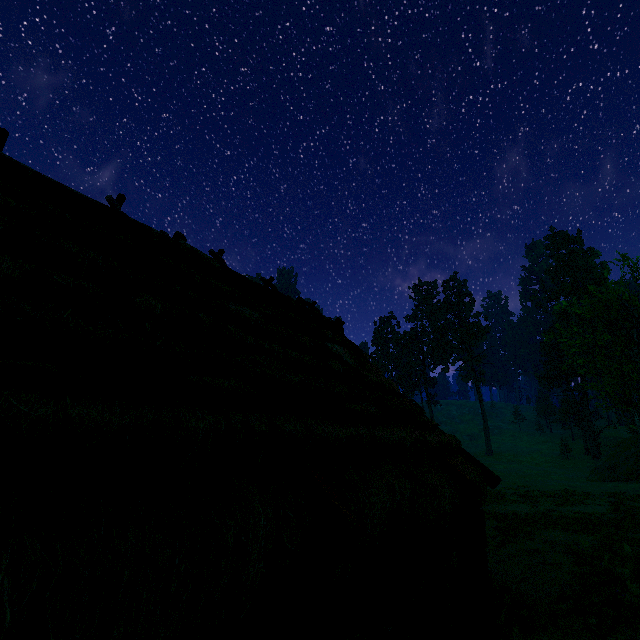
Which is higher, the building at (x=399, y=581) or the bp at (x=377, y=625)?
the building at (x=399, y=581)

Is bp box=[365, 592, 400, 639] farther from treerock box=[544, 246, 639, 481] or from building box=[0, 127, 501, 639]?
treerock box=[544, 246, 639, 481]

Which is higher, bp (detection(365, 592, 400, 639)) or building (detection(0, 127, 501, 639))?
building (detection(0, 127, 501, 639))

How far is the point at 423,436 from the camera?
7.5 meters

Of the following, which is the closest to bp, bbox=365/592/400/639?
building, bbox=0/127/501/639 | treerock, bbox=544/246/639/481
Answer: building, bbox=0/127/501/639

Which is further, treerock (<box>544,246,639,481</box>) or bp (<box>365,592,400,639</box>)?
treerock (<box>544,246,639,481</box>)

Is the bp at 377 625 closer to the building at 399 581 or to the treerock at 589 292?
the building at 399 581
